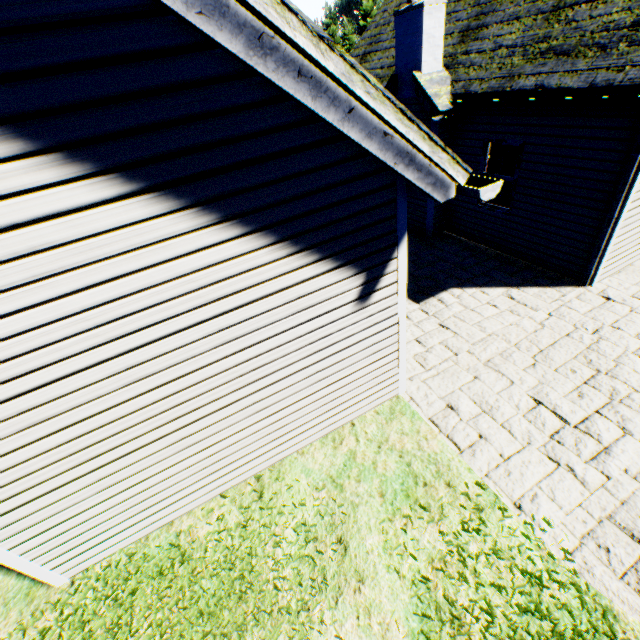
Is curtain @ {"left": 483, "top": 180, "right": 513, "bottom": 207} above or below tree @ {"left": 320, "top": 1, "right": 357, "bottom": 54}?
below

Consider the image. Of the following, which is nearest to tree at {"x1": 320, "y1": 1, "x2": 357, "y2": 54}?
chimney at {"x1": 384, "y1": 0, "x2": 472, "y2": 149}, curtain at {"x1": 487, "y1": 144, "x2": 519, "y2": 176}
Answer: chimney at {"x1": 384, "y1": 0, "x2": 472, "y2": 149}

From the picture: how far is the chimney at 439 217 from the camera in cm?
912

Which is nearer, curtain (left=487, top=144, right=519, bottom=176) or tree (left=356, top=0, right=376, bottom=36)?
curtain (left=487, top=144, right=519, bottom=176)

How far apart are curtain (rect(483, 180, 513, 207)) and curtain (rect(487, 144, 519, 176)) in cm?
8

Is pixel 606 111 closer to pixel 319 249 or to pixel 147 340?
pixel 319 249

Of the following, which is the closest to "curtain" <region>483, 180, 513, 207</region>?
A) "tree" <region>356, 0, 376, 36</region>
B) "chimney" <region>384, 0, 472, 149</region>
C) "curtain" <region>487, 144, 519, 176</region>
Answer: "curtain" <region>487, 144, 519, 176</region>

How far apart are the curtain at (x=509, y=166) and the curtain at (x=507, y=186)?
0.1 meters
